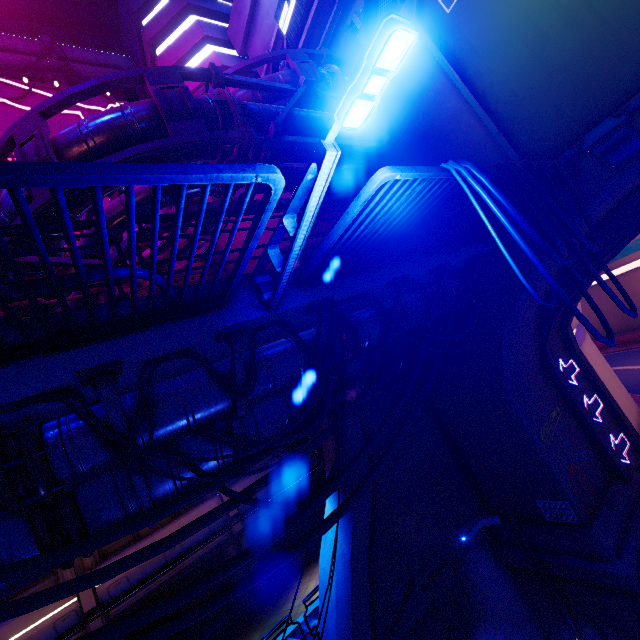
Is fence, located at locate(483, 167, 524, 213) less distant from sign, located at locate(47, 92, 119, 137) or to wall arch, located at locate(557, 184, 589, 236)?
wall arch, located at locate(557, 184, 589, 236)

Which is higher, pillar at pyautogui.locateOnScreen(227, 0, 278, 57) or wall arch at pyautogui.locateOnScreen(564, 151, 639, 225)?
pillar at pyautogui.locateOnScreen(227, 0, 278, 57)

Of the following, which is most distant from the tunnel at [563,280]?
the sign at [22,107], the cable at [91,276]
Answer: the sign at [22,107]

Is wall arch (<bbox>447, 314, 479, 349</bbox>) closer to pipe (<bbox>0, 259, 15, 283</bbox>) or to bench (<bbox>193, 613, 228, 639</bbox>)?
pipe (<bbox>0, 259, 15, 283</bbox>)

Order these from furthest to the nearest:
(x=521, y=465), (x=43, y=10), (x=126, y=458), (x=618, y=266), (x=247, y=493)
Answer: (x=43, y=10) < (x=618, y=266) < (x=521, y=465) < (x=247, y=493) < (x=126, y=458)

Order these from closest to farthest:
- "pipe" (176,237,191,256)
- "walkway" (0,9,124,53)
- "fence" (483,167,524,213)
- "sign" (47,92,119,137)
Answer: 1. "fence" (483,167,524,213)
2. "pipe" (176,237,191,256)
3. "sign" (47,92,119,137)
4. "walkway" (0,9,124,53)

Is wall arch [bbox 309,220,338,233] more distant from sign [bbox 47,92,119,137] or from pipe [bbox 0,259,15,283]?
sign [bbox 47,92,119,137]

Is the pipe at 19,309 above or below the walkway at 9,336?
above
